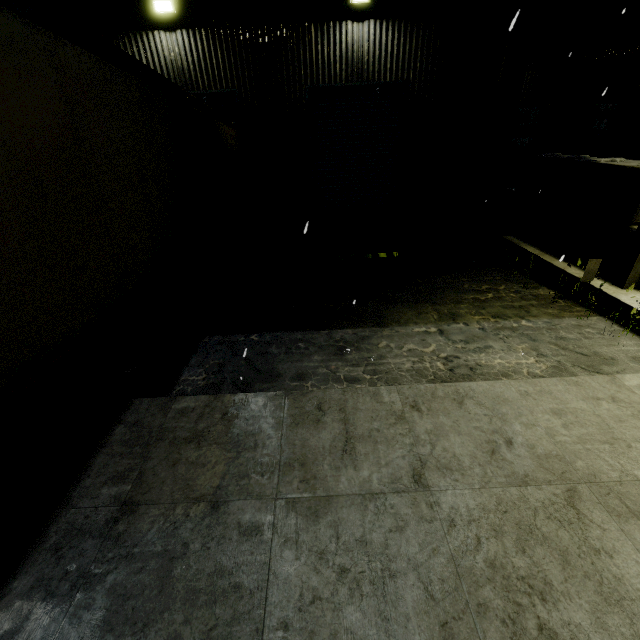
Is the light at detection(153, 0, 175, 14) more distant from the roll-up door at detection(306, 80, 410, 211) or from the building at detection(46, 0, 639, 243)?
the roll-up door at detection(306, 80, 410, 211)

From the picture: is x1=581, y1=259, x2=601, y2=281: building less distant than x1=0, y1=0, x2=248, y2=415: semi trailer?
No

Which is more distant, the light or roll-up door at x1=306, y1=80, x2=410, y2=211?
roll-up door at x1=306, y1=80, x2=410, y2=211

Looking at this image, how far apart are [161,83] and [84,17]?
6.7m

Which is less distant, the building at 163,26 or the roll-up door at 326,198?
the building at 163,26

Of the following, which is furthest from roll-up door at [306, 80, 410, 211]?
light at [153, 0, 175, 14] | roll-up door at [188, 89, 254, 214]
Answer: light at [153, 0, 175, 14]

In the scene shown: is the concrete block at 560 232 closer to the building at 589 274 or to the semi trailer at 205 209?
the building at 589 274

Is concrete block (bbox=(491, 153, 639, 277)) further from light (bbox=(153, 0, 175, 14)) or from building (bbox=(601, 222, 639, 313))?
light (bbox=(153, 0, 175, 14))
